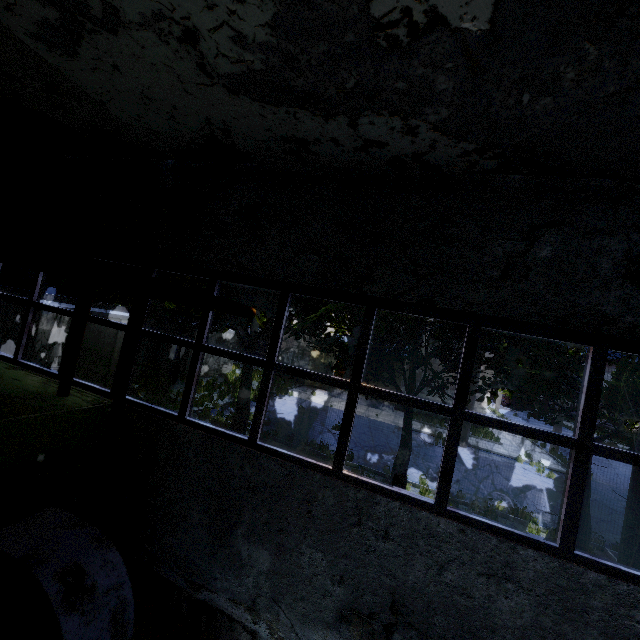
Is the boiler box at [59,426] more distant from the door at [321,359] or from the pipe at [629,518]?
the door at [321,359]

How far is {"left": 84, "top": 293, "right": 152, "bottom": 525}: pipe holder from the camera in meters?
3.7

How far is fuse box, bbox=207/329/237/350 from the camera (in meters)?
22.52

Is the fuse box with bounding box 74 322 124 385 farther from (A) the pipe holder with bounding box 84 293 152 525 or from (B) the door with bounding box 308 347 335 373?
(B) the door with bounding box 308 347 335 373

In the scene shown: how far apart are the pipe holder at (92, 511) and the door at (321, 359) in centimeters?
2209cm

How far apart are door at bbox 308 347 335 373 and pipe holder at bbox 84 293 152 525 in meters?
22.1

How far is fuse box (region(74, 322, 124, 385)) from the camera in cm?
1405

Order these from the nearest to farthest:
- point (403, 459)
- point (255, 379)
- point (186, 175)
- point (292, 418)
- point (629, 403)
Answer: point (186, 175), point (629, 403), point (403, 459), point (292, 418), point (255, 379)
